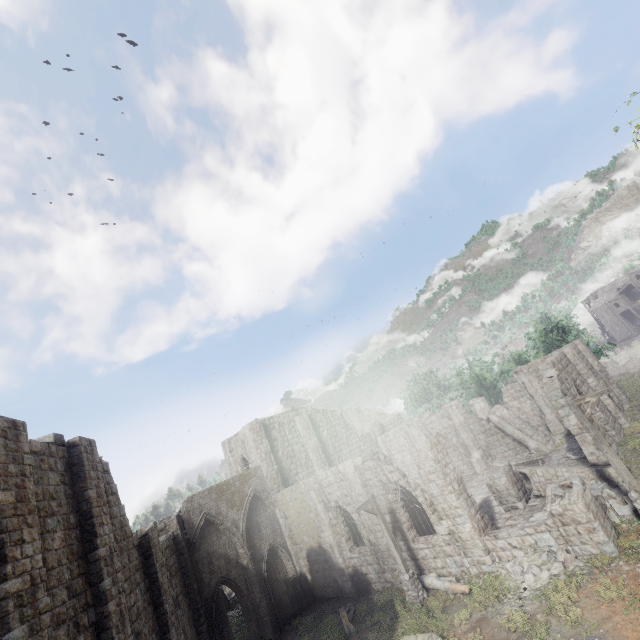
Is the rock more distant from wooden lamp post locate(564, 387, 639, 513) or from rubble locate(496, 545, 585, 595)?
rubble locate(496, 545, 585, 595)

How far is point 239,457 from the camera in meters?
29.2 m

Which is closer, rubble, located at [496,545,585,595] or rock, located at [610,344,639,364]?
rubble, located at [496,545,585,595]

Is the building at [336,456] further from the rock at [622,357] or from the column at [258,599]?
the rock at [622,357]

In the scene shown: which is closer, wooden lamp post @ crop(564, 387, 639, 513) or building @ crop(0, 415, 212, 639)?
building @ crop(0, 415, 212, 639)

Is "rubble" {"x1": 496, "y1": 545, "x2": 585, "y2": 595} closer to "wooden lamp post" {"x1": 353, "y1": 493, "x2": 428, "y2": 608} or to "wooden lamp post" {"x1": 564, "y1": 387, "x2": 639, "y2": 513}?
"wooden lamp post" {"x1": 564, "y1": 387, "x2": 639, "y2": 513}

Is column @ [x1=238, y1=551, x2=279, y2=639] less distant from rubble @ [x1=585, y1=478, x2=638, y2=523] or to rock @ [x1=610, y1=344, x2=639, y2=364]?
rubble @ [x1=585, y1=478, x2=638, y2=523]

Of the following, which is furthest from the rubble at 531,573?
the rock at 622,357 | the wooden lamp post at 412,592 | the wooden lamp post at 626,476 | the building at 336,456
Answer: the rock at 622,357
